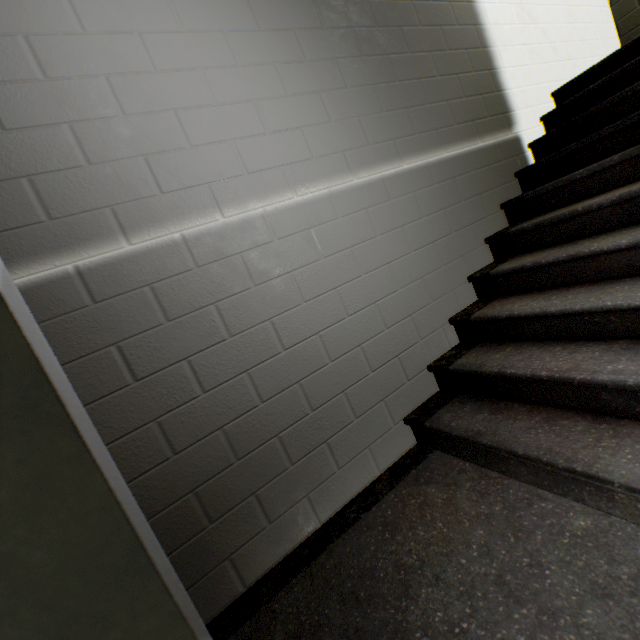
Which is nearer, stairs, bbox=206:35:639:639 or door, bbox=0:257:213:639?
door, bbox=0:257:213:639

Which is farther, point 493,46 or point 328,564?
point 493,46

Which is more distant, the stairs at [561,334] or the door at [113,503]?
the stairs at [561,334]
